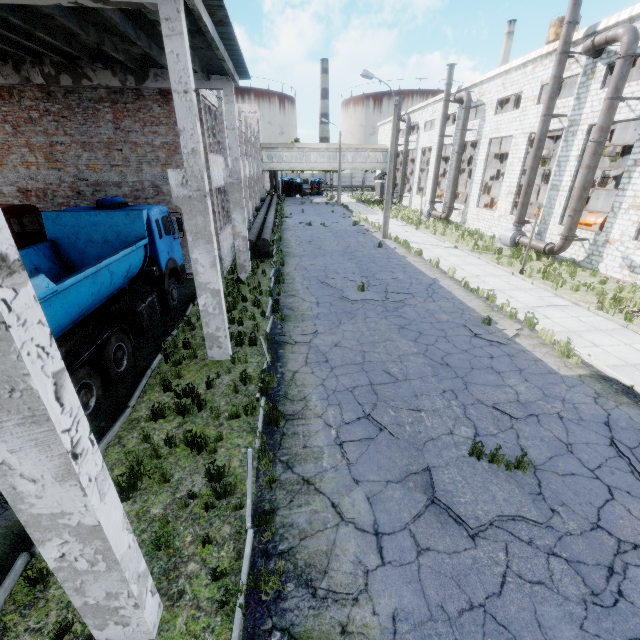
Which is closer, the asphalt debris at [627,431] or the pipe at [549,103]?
the asphalt debris at [627,431]

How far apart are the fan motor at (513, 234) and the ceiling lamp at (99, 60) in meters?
21.8 m

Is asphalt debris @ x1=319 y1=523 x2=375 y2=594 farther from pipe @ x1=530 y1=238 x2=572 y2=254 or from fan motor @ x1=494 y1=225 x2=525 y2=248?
fan motor @ x1=494 y1=225 x2=525 y2=248

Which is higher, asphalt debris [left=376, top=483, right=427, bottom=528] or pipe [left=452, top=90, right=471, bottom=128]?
pipe [left=452, top=90, right=471, bottom=128]

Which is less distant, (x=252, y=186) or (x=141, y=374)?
(x=141, y=374)

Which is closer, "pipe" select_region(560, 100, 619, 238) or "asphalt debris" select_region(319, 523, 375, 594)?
"asphalt debris" select_region(319, 523, 375, 594)

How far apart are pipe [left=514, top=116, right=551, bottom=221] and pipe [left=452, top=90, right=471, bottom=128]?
8.73m

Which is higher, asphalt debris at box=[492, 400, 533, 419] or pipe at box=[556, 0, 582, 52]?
pipe at box=[556, 0, 582, 52]
